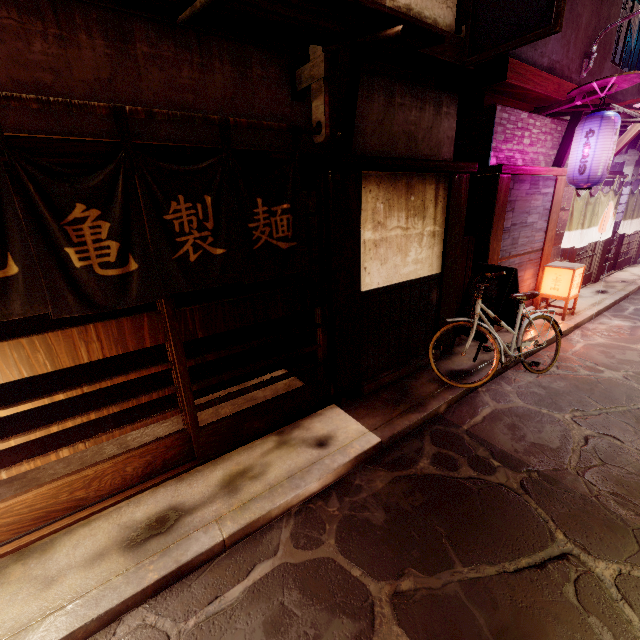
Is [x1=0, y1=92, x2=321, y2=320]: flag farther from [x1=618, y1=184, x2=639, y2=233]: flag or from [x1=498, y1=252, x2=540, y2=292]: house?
[x1=618, y1=184, x2=639, y2=233]: flag

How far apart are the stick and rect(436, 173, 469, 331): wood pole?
0.0 meters

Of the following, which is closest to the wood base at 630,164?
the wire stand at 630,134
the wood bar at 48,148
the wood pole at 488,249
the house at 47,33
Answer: the house at 47,33

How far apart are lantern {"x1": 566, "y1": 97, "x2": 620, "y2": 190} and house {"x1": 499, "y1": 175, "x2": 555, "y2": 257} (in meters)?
0.73

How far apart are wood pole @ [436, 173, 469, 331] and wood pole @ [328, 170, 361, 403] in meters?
3.0

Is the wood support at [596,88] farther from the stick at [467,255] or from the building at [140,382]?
the building at [140,382]

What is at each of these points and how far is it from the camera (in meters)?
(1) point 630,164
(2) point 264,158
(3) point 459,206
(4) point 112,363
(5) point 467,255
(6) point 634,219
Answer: (1) wood base, 14.90
(2) wood bar, 5.11
(3) wood pole, 8.59
(4) building, 10.52
(5) stick, 10.27
(6) flag, 17.56

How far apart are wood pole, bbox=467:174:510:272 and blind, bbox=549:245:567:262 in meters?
4.4 m
